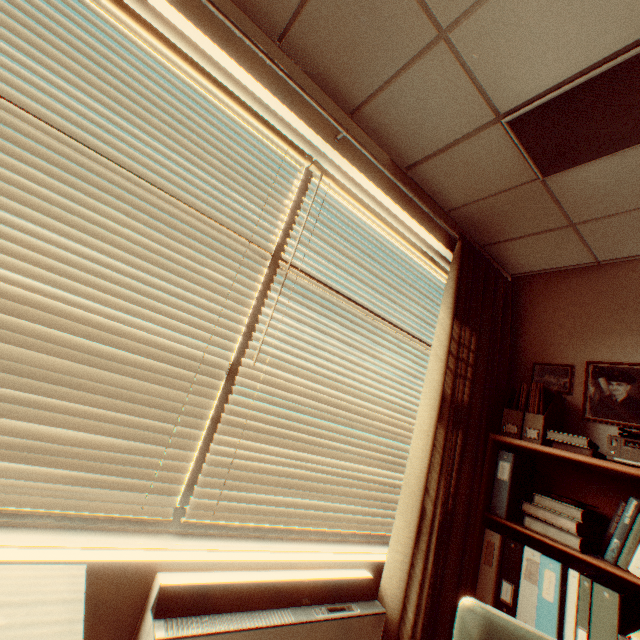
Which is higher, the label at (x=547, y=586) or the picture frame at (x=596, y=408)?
the picture frame at (x=596, y=408)

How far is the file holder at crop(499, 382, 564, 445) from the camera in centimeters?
212cm

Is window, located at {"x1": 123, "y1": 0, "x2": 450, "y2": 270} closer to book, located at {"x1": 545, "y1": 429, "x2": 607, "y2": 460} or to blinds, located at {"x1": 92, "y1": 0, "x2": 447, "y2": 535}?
blinds, located at {"x1": 92, "y1": 0, "x2": 447, "y2": 535}

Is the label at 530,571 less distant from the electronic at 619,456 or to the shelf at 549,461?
the shelf at 549,461

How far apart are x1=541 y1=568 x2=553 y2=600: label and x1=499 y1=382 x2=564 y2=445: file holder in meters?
0.7

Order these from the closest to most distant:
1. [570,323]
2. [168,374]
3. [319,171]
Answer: [168,374]
[319,171]
[570,323]

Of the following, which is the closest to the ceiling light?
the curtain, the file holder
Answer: the curtain

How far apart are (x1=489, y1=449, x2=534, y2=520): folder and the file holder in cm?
12
